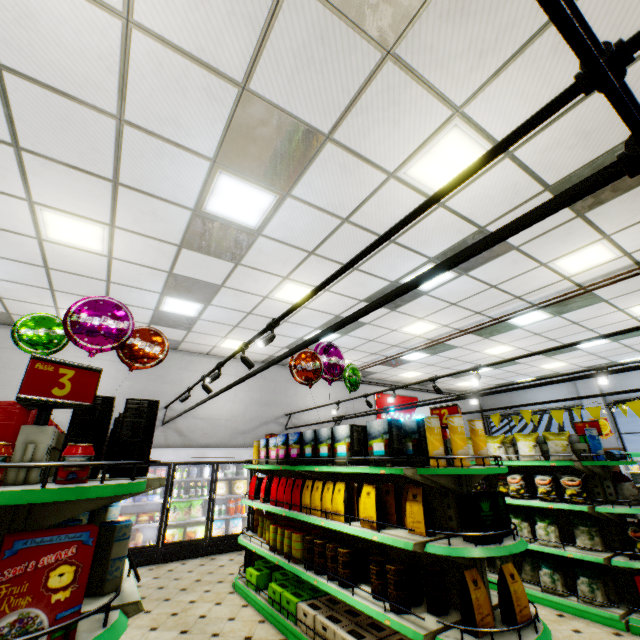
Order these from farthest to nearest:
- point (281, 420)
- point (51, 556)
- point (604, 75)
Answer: point (281, 420) → point (51, 556) → point (604, 75)

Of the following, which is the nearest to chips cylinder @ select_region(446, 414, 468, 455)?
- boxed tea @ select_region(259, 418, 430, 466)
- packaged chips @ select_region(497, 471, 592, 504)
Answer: boxed tea @ select_region(259, 418, 430, 466)

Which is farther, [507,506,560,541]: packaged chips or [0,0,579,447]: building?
[507,506,560,541]: packaged chips

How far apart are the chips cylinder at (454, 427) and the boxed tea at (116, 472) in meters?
2.4

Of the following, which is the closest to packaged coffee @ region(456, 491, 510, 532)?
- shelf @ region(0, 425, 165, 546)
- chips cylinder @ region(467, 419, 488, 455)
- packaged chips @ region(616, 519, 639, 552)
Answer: chips cylinder @ region(467, 419, 488, 455)

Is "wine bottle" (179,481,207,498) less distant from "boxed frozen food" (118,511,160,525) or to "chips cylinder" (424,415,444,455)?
"boxed frozen food" (118,511,160,525)

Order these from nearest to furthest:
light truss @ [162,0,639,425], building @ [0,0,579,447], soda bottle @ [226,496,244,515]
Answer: light truss @ [162,0,639,425] < building @ [0,0,579,447] < soda bottle @ [226,496,244,515]

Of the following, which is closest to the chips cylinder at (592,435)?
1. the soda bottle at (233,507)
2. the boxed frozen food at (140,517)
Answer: the soda bottle at (233,507)
